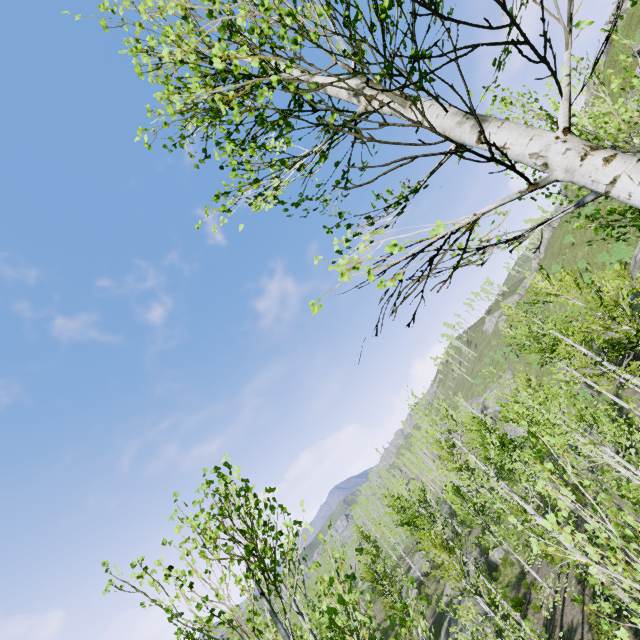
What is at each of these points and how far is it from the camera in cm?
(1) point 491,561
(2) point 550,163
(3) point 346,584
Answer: (1) rock, 3112
(2) instancedfoliageactor, 157
(3) instancedfoliageactor, 3672

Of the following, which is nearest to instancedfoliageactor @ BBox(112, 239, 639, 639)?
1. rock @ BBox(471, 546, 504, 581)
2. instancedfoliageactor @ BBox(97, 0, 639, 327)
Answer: instancedfoliageactor @ BBox(97, 0, 639, 327)

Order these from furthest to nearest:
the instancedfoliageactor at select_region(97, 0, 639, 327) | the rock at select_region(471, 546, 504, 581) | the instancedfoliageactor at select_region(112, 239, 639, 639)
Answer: the rock at select_region(471, 546, 504, 581) → the instancedfoliageactor at select_region(112, 239, 639, 639) → the instancedfoliageactor at select_region(97, 0, 639, 327)

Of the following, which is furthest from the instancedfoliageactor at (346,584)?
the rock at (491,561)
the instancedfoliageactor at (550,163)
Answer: the rock at (491,561)

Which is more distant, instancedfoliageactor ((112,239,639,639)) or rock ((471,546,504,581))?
rock ((471,546,504,581))

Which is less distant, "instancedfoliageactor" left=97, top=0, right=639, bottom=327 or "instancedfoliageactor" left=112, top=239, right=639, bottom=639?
"instancedfoliageactor" left=97, top=0, right=639, bottom=327

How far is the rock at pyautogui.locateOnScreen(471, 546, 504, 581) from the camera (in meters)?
29.68
